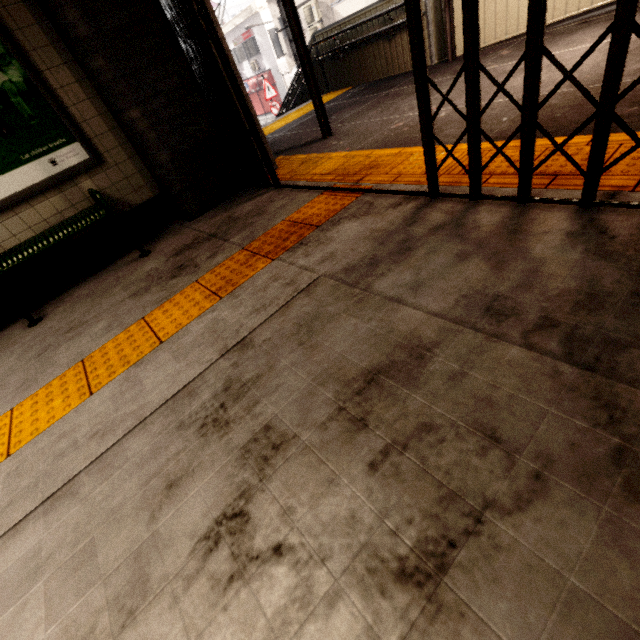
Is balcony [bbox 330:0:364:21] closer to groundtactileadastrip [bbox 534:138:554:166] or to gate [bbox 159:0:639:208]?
groundtactileadastrip [bbox 534:138:554:166]

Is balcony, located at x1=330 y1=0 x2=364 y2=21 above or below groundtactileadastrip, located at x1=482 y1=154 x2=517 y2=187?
above

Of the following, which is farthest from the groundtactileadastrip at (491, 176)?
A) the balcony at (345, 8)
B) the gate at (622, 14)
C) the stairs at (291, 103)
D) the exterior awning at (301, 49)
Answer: the balcony at (345, 8)

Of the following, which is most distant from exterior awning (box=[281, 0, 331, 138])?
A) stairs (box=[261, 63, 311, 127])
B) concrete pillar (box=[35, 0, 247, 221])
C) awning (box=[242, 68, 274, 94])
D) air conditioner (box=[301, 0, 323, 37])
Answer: awning (box=[242, 68, 274, 94])

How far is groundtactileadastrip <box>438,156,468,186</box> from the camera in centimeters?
221cm

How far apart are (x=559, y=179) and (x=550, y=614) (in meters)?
2.03

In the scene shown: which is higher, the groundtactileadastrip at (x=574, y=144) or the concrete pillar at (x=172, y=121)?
the concrete pillar at (x=172, y=121)
